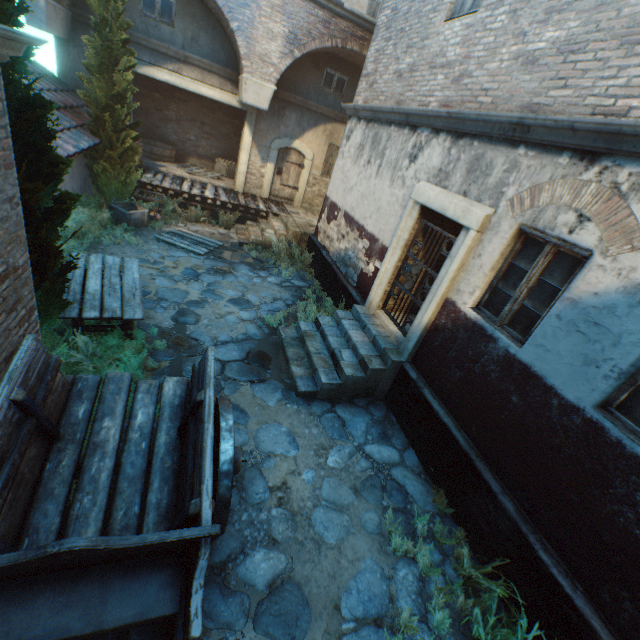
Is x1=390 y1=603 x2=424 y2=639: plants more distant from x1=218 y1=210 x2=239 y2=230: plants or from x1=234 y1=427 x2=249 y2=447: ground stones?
x1=218 y1=210 x2=239 y2=230: plants

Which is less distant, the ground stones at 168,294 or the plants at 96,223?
the ground stones at 168,294

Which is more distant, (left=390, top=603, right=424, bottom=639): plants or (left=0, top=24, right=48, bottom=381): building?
(left=390, top=603, right=424, bottom=639): plants

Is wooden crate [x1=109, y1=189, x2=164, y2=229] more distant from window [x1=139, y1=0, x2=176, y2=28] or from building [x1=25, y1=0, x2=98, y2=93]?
window [x1=139, y1=0, x2=176, y2=28]

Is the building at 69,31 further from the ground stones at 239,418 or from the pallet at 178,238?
the pallet at 178,238

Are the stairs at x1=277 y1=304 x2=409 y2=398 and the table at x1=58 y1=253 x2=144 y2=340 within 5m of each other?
yes

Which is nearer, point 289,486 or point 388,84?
point 289,486

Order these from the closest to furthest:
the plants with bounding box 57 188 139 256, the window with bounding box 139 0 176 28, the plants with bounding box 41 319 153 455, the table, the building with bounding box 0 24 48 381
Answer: the building with bounding box 0 24 48 381 → the plants with bounding box 41 319 153 455 → the table → the plants with bounding box 57 188 139 256 → the window with bounding box 139 0 176 28
